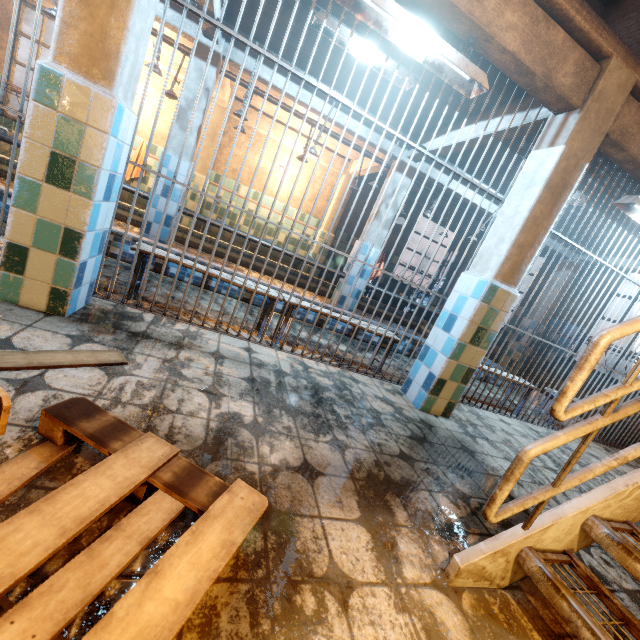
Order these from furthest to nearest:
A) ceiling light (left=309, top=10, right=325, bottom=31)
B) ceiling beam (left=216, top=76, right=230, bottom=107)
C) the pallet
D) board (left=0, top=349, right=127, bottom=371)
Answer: ceiling beam (left=216, top=76, right=230, bottom=107) < ceiling light (left=309, top=10, right=325, bottom=31) < board (left=0, top=349, right=127, bottom=371) < the pallet

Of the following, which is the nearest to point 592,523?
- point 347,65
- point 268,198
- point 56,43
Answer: point 56,43

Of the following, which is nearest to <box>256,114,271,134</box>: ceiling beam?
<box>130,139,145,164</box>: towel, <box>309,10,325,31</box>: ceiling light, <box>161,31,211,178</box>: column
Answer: <box>161,31,211,178</box>: column

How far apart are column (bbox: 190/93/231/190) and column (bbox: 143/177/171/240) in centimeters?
243cm

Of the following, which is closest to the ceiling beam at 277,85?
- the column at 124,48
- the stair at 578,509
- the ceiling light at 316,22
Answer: the column at 124,48

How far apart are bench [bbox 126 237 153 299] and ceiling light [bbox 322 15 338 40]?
2.55m

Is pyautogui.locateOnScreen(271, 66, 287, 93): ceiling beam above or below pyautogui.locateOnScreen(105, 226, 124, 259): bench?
above

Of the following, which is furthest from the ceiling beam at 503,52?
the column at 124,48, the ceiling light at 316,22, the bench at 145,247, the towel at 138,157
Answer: the towel at 138,157
